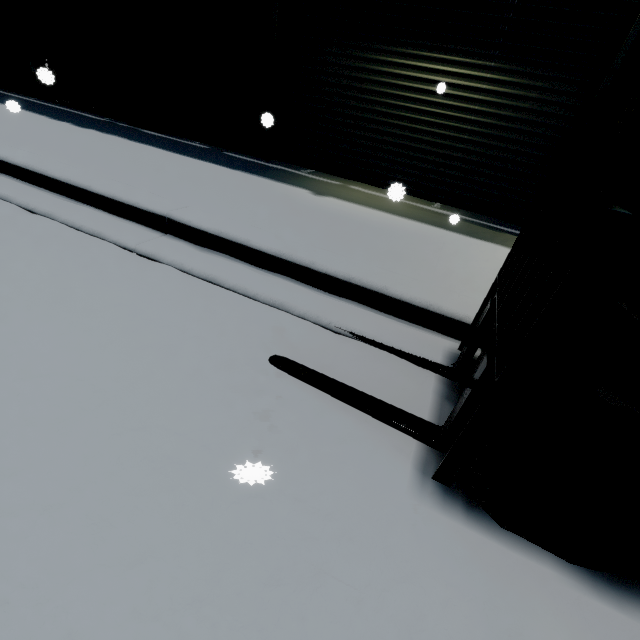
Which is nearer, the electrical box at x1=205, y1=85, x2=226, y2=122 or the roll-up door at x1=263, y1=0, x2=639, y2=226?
the roll-up door at x1=263, y1=0, x2=639, y2=226

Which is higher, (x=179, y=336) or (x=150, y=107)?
(x=150, y=107)

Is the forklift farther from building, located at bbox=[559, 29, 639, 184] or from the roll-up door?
building, located at bbox=[559, 29, 639, 184]

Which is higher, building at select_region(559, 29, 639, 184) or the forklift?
building at select_region(559, 29, 639, 184)

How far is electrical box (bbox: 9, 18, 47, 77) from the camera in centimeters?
712cm

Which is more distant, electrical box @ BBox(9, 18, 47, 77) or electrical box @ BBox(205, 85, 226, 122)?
electrical box @ BBox(9, 18, 47, 77)

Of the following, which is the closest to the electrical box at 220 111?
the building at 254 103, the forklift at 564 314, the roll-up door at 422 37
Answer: the building at 254 103

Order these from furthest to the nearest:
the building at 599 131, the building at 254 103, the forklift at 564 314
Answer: the building at 254 103
the building at 599 131
the forklift at 564 314
